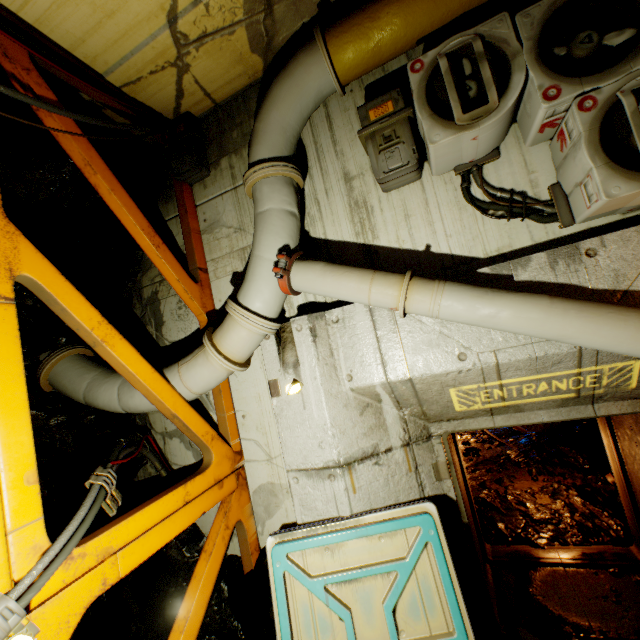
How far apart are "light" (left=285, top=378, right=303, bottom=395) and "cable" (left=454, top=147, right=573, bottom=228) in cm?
246

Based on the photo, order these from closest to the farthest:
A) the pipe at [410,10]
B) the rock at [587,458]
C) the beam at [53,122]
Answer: the pipe at [410,10] < the beam at [53,122] < the rock at [587,458]

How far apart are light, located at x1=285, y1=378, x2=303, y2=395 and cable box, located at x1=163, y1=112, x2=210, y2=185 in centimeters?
301cm

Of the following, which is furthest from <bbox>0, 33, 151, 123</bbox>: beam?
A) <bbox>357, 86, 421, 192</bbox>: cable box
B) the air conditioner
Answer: the air conditioner

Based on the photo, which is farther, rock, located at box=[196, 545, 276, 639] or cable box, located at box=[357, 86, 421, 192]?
rock, located at box=[196, 545, 276, 639]

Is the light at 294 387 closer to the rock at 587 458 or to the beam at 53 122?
the beam at 53 122

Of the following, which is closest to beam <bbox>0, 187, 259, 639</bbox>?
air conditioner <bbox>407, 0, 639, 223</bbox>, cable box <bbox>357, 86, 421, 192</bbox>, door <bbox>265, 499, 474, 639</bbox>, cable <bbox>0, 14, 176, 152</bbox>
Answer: cable <bbox>0, 14, 176, 152</bbox>

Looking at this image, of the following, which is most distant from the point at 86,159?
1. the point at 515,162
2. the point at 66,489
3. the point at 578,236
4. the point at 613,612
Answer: the point at 613,612
